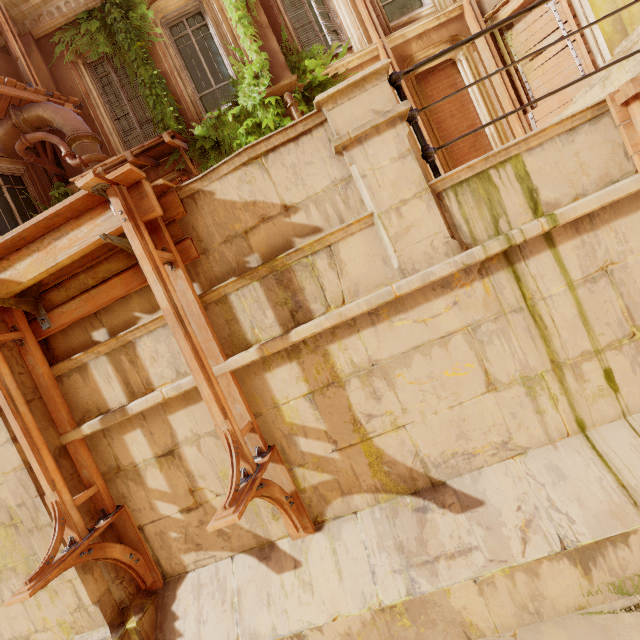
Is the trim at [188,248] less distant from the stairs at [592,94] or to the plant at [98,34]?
the plant at [98,34]

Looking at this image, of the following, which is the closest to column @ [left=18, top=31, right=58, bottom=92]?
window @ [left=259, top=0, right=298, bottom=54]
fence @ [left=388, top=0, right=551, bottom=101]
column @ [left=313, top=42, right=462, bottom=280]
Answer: window @ [left=259, top=0, right=298, bottom=54]

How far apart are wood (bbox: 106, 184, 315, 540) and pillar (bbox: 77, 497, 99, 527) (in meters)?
1.60

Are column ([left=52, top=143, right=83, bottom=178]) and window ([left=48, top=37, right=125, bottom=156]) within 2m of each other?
yes

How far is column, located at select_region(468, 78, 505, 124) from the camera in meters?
7.7

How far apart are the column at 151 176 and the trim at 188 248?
4.5m

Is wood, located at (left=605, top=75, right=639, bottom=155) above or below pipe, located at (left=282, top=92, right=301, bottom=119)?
below

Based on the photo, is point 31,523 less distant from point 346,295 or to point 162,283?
point 162,283
